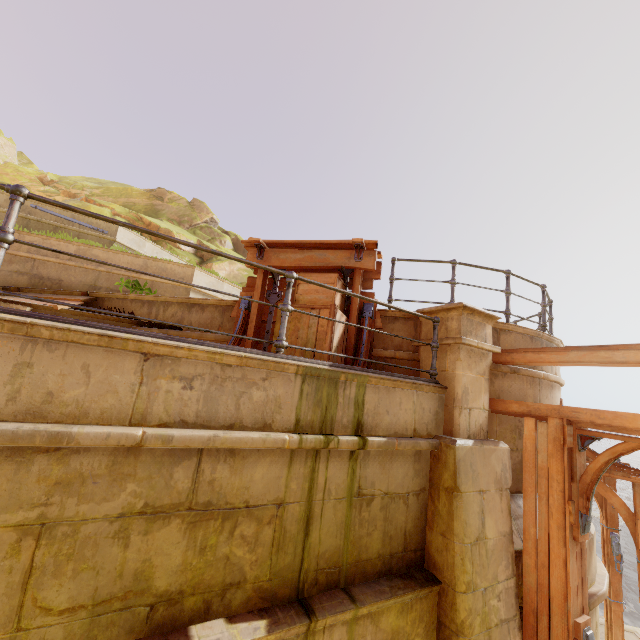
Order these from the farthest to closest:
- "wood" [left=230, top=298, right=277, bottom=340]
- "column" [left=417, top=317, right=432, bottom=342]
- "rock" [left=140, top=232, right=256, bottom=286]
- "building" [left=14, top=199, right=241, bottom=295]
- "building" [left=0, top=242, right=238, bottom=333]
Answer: "rock" [left=140, top=232, right=256, bottom=286] < "building" [left=14, top=199, right=241, bottom=295] < "building" [left=0, top=242, right=238, bottom=333] < "wood" [left=230, top=298, right=277, bottom=340] < "column" [left=417, top=317, right=432, bottom=342]

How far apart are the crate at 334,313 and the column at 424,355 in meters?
1.0

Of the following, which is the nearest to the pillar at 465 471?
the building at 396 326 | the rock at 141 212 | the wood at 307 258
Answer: the building at 396 326

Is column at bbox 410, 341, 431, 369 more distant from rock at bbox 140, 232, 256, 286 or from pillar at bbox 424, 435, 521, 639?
rock at bbox 140, 232, 256, 286

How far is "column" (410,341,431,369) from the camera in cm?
453

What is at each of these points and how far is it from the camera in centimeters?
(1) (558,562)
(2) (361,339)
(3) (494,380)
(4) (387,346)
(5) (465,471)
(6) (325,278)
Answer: (1) trim, 367cm
(2) wood, 487cm
(3) building, 489cm
(4) building, 510cm
(5) pillar, 369cm
(6) crate, 468cm

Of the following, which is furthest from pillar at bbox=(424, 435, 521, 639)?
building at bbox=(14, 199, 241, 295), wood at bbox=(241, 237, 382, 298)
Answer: building at bbox=(14, 199, 241, 295)

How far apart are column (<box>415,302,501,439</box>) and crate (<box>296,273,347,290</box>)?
0.96m
